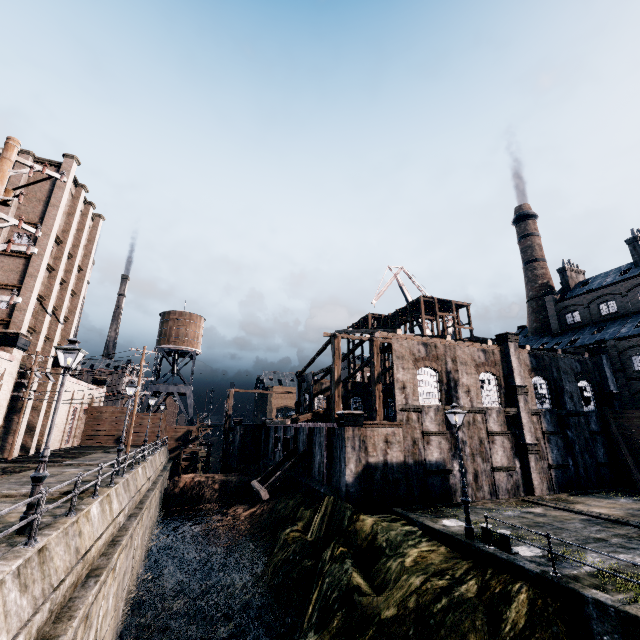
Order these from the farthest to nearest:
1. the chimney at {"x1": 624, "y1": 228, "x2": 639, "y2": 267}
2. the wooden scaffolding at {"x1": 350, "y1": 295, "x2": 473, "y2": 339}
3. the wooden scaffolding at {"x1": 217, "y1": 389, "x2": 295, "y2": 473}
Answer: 1. the wooden scaffolding at {"x1": 217, "y1": 389, "x2": 295, "y2": 473}
2. the wooden scaffolding at {"x1": 350, "y1": 295, "x2": 473, "y2": 339}
3. the chimney at {"x1": 624, "y1": 228, "x2": 639, "y2": 267}

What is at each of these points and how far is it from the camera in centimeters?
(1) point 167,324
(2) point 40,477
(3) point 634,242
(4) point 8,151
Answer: (1) water tower, 5719cm
(2) street light, 978cm
(3) chimney, 4309cm
(4) electric pole, 711cm

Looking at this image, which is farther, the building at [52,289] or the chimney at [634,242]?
the chimney at [634,242]

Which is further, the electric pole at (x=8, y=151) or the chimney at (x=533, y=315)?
the chimney at (x=533, y=315)

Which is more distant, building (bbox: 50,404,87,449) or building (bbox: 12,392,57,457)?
building (bbox: 50,404,87,449)

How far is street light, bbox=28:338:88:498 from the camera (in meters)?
9.74

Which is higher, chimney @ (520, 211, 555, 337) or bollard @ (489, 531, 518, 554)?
chimney @ (520, 211, 555, 337)

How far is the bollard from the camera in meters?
13.4
